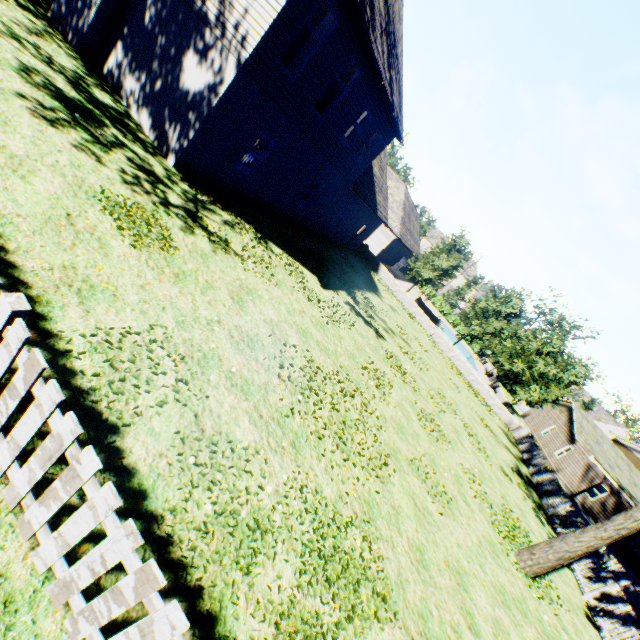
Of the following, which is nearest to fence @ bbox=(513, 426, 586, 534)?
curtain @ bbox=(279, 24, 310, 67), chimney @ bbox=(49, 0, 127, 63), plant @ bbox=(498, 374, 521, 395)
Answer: plant @ bbox=(498, 374, 521, 395)

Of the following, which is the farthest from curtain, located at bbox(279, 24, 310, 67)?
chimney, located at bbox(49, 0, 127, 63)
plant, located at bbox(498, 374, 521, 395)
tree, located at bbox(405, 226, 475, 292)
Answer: tree, located at bbox(405, 226, 475, 292)

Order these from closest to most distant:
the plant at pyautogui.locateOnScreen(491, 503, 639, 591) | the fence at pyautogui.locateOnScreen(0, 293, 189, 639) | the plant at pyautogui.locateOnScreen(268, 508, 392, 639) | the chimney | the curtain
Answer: the fence at pyautogui.locateOnScreen(0, 293, 189, 639) < the plant at pyautogui.locateOnScreen(268, 508, 392, 639) < the plant at pyautogui.locateOnScreen(491, 503, 639, 591) < the curtain < the chimney

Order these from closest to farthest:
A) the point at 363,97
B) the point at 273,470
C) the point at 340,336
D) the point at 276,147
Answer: the point at 273,470 → the point at 340,336 → the point at 276,147 → the point at 363,97

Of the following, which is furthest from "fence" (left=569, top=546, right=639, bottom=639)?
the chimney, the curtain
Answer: the curtain

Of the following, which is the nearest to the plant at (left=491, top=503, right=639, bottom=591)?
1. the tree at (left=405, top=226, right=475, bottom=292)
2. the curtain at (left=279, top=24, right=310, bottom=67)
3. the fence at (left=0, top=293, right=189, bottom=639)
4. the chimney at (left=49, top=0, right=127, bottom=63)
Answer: the fence at (left=0, top=293, right=189, bottom=639)

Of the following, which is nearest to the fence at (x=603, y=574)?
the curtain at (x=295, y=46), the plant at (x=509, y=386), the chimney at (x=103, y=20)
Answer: the plant at (x=509, y=386)

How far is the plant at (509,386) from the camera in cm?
5162
